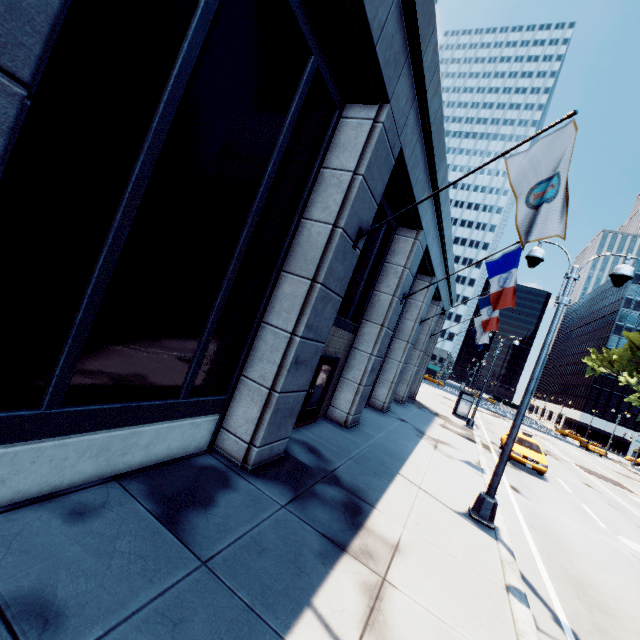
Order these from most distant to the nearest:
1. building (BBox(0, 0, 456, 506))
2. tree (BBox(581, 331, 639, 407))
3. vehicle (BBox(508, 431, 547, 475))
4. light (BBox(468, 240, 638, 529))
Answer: tree (BBox(581, 331, 639, 407)) < vehicle (BBox(508, 431, 547, 475)) < light (BBox(468, 240, 638, 529)) < building (BBox(0, 0, 456, 506))

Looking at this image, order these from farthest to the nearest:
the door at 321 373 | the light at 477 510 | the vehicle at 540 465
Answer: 1. the vehicle at 540 465
2. the door at 321 373
3. the light at 477 510

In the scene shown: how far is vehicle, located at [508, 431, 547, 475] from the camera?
16.6m

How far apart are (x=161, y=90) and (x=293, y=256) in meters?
3.4 m

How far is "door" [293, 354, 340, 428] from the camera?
9.78m

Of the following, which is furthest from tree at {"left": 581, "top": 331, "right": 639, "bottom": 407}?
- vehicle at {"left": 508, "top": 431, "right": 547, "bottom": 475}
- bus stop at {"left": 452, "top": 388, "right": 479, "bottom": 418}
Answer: bus stop at {"left": 452, "top": 388, "right": 479, "bottom": 418}

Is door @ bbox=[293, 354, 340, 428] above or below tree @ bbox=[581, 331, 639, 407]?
below

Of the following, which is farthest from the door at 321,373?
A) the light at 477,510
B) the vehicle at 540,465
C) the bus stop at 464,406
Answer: the bus stop at 464,406
